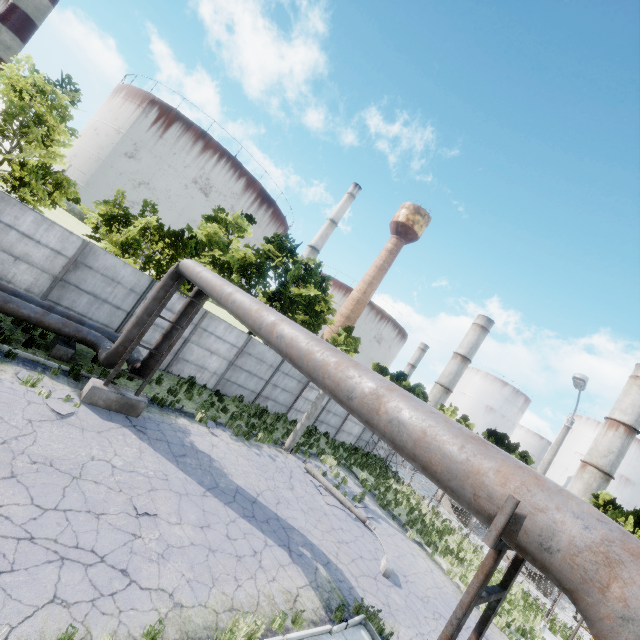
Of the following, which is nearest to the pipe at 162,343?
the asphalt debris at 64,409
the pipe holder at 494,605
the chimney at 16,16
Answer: the pipe holder at 494,605

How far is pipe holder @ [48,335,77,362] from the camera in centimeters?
1084cm

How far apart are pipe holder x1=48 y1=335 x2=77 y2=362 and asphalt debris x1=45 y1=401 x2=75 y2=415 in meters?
2.7 m

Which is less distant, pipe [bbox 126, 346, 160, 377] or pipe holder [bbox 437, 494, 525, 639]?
pipe holder [bbox 437, 494, 525, 639]

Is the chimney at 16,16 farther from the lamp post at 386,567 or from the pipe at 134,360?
the lamp post at 386,567

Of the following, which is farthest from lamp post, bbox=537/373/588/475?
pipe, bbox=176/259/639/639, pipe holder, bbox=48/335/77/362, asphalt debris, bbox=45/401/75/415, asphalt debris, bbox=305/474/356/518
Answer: pipe holder, bbox=48/335/77/362

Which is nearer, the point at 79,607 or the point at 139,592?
the point at 79,607

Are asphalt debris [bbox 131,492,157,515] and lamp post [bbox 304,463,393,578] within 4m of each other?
no
